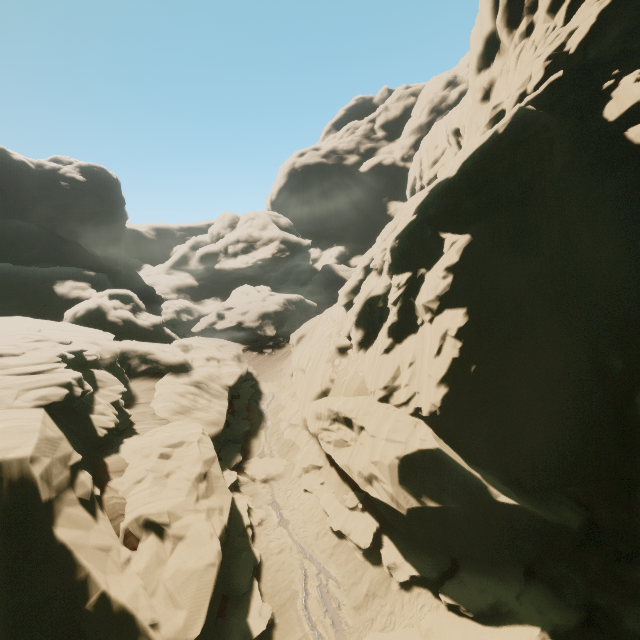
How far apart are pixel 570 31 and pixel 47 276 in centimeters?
5029cm

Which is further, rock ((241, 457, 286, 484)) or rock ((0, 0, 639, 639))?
rock ((241, 457, 286, 484))

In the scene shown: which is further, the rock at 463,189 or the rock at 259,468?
the rock at 259,468

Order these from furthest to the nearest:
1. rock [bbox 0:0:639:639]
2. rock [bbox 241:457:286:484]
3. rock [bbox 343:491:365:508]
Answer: rock [bbox 241:457:286:484] → rock [bbox 343:491:365:508] → rock [bbox 0:0:639:639]

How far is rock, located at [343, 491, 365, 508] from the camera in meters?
17.0

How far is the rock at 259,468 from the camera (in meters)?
21.09
